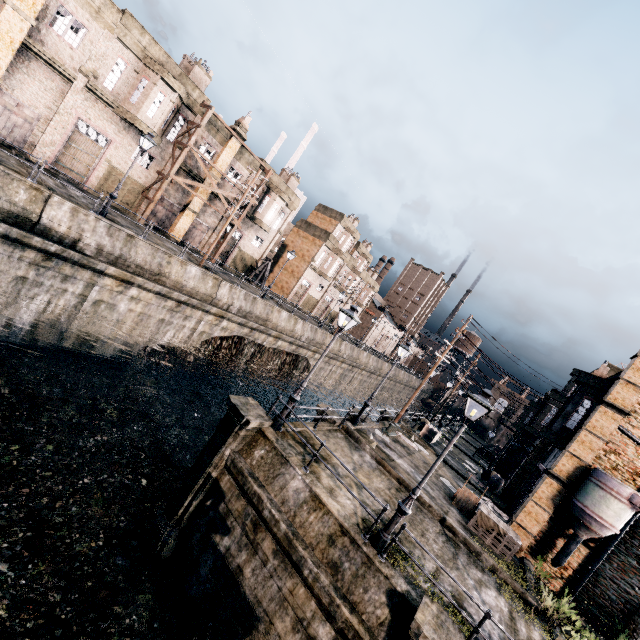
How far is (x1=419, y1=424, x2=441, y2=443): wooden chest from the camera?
29.1m

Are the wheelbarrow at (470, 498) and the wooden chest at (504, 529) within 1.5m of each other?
yes

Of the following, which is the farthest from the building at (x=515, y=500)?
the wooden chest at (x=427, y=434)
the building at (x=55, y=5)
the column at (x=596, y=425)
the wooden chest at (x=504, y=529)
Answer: the building at (x=55, y=5)

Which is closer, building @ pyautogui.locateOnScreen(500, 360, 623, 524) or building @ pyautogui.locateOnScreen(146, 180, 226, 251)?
building @ pyautogui.locateOnScreen(500, 360, 623, 524)

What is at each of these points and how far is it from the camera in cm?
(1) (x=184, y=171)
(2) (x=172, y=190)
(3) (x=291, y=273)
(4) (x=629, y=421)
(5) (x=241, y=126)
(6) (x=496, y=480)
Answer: (1) building, 3039
(2) building, 3067
(3) building, 5078
(4) building, 1617
(5) building, 3142
(6) wooden barrel, 2653

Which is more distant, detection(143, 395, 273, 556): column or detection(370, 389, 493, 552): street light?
detection(143, 395, 273, 556): column

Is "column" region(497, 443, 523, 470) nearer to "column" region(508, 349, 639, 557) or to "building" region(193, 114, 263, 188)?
"column" region(508, 349, 639, 557)

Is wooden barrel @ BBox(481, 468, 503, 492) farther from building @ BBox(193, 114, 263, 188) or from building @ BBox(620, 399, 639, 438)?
building @ BBox(193, 114, 263, 188)
